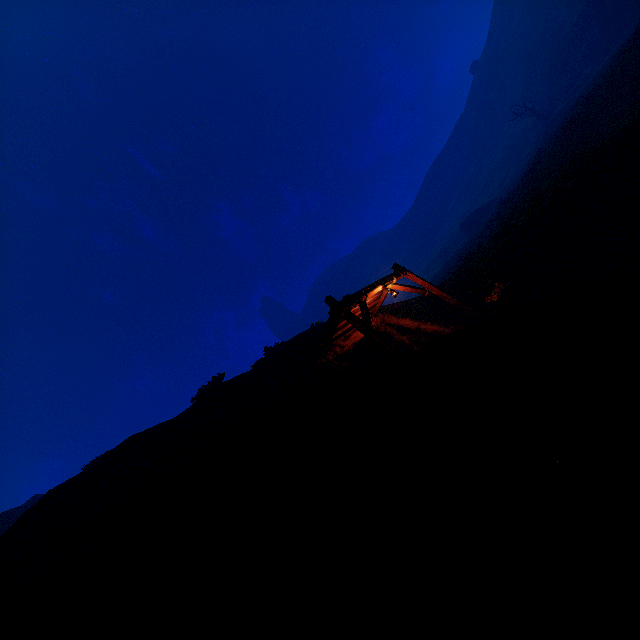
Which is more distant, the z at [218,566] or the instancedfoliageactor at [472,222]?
the instancedfoliageactor at [472,222]

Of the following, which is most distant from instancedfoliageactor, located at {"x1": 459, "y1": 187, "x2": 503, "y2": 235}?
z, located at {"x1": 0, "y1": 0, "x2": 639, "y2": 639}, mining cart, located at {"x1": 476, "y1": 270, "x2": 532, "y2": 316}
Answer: mining cart, located at {"x1": 476, "y1": 270, "x2": 532, "y2": 316}

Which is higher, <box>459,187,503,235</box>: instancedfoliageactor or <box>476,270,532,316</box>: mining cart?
<box>459,187,503,235</box>: instancedfoliageactor

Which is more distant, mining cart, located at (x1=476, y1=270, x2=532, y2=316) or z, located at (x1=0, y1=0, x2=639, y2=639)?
mining cart, located at (x1=476, y1=270, x2=532, y2=316)

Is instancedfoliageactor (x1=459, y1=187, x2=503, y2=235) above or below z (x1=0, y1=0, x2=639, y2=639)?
above

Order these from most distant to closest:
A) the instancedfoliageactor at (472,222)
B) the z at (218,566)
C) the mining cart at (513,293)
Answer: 1. the instancedfoliageactor at (472,222)
2. the mining cart at (513,293)
3. the z at (218,566)

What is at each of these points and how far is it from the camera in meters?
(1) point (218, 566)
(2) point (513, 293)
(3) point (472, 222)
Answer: (1) z, 2.0 m
(2) mining cart, 10.9 m
(3) instancedfoliageactor, 53.0 m

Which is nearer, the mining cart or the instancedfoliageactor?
the mining cart
